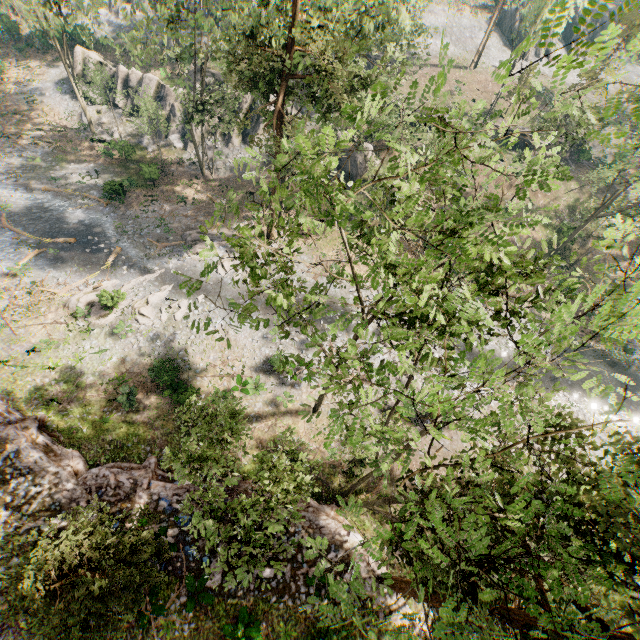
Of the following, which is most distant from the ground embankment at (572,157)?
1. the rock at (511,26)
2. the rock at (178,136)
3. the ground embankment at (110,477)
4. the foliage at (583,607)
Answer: the ground embankment at (110,477)

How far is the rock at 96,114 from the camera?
37.2m

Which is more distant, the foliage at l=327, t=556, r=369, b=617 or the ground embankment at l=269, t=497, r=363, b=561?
the ground embankment at l=269, t=497, r=363, b=561

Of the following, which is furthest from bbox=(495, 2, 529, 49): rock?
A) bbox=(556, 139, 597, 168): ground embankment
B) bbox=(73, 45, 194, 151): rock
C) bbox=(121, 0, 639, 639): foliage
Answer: bbox=(73, 45, 194, 151): rock

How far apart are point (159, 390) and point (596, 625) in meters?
23.1 m

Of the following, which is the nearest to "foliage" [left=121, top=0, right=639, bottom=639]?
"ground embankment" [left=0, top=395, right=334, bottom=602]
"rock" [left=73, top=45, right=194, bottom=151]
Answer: "ground embankment" [left=0, top=395, right=334, bottom=602]

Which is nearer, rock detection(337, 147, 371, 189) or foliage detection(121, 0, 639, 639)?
foliage detection(121, 0, 639, 639)

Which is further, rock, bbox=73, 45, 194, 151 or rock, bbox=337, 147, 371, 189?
rock, bbox=73, 45, 194, 151
